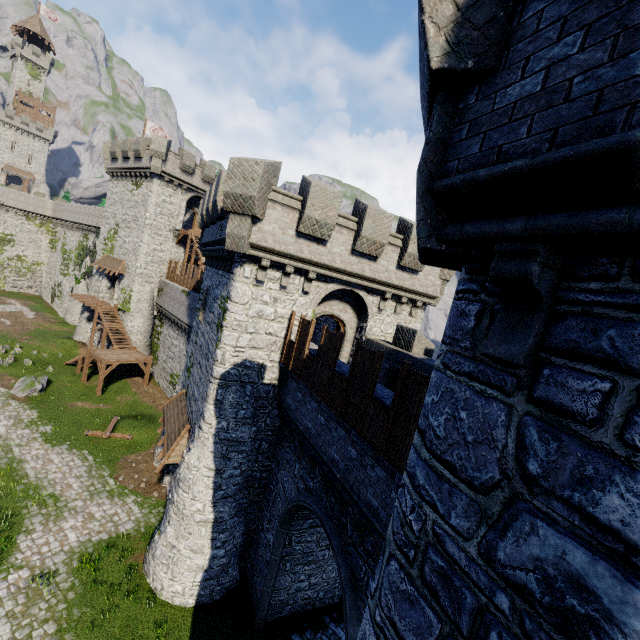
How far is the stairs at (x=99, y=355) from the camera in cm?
2698

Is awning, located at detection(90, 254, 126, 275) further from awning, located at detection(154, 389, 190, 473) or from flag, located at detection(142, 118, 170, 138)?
awning, located at detection(154, 389, 190, 473)

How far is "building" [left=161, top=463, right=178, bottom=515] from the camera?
15.8 meters

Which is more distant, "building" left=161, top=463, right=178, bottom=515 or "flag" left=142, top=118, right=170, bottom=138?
"flag" left=142, top=118, right=170, bottom=138

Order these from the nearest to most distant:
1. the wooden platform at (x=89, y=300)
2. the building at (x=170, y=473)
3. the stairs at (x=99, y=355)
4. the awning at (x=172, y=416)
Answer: the awning at (x=172, y=416) < the building at (x=170, y=473) < the stairs at (x=99, y=355) < the wooden platform at (x=89, y=300)

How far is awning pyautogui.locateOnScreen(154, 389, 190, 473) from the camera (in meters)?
14.07

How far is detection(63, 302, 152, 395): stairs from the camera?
26.98m

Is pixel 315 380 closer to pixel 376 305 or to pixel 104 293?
pixel 376 305
